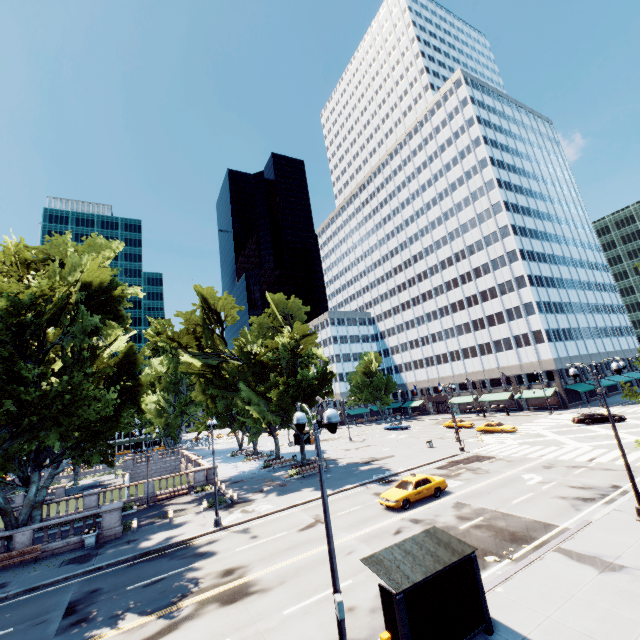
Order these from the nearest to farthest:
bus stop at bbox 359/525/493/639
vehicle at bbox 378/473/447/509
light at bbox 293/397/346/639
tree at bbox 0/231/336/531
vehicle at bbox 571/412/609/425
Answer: light at bbox 293/397/346/639 < bus stop at bbox 359/525/493/639 < tree at bbox 0/231/336/531 < vehicle at bbox 378/473/447/509 < vehicle at bbox 571/412/609/425

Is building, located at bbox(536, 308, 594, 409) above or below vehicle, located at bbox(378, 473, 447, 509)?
above

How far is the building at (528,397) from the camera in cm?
5794

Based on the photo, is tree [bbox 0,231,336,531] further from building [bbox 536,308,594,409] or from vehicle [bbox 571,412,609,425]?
vehicle [bbox 571,412,609,425]

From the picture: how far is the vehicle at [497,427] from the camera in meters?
41.8

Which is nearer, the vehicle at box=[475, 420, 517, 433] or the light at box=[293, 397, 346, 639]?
the light at box=[293, 397, 346, 639]

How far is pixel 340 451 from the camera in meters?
46.7

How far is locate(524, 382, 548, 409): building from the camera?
57.9m
